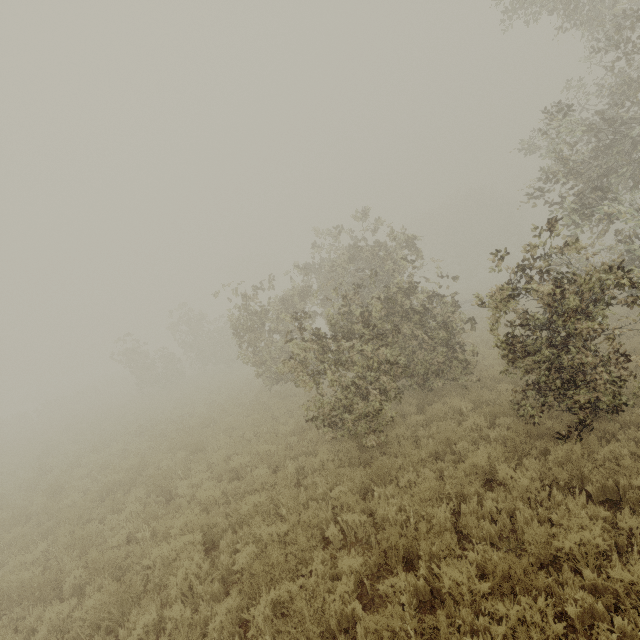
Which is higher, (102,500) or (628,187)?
(628,187)
